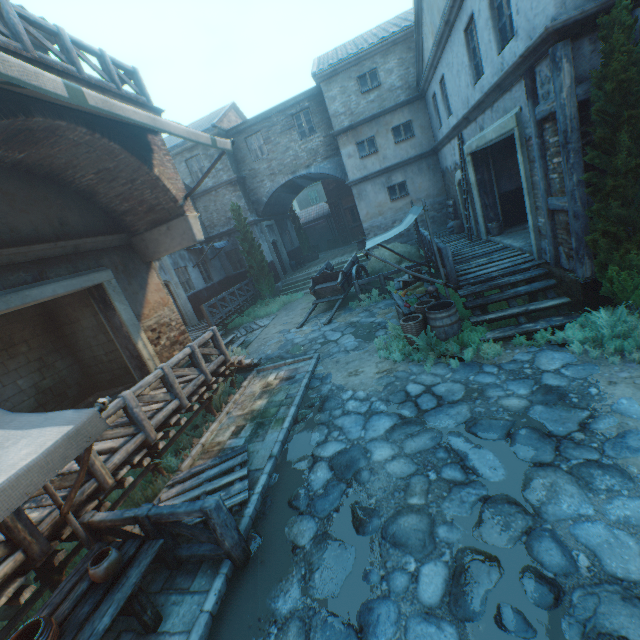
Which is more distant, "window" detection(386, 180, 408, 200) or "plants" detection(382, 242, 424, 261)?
"window" detection(386, 180, 408, 200)

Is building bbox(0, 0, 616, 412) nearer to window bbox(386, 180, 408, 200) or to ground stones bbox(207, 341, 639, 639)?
window bbox(386, 180, 408, 200)

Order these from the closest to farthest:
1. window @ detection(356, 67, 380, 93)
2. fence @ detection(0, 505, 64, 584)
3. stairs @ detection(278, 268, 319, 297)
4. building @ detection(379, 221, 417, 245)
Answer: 1. fence @ detection(0, 505, 64, 584)
2. window @ detection(356, 67, 380, 93)
3. building @ detection(379, 221, 417, 245)
4. stairs @ detection(278, 268, 319, 297)

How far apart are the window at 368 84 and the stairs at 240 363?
13.87m

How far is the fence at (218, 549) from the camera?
3.7 meters

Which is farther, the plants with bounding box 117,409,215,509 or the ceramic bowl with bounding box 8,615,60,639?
the plants with bounding box 117,409,215,509

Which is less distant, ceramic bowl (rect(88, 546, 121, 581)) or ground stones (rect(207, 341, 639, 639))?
ground stones (rect(207, 341, 639, 639))

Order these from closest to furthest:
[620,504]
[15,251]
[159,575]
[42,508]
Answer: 1. [620,504]
2. [159,575]
3. [42,508]
4. [15,251]
